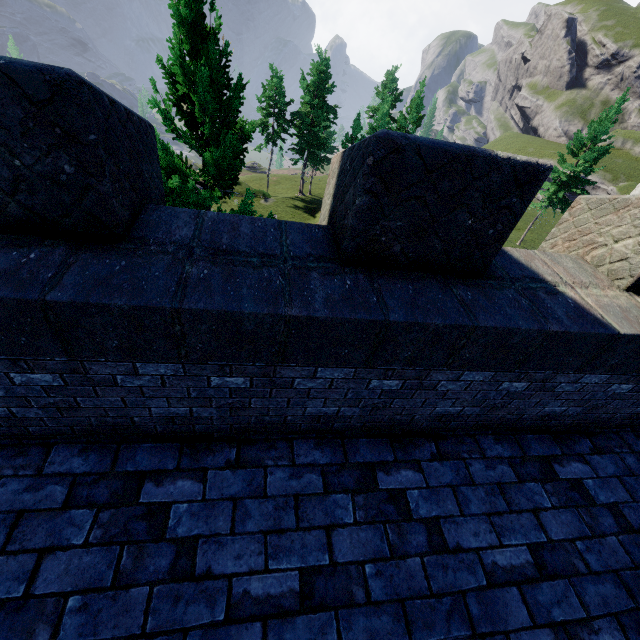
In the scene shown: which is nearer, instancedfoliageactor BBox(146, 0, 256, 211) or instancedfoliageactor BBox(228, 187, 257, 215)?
instancedfoliageactor BBox(146, 0, 256, 211)

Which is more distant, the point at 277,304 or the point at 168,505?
the point at 168,505

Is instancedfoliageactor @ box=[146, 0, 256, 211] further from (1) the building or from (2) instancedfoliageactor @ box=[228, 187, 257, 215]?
(1) the building

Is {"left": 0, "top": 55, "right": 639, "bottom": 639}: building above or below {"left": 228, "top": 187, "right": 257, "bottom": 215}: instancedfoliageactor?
above

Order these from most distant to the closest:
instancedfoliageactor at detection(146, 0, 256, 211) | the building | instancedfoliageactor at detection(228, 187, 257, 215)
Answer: instancedfoliageactor at detection(228, 187, 257, 215), instancedfoliageactor at detection(146, 0, 256, 211), the building

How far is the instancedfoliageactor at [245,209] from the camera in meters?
7.7 m

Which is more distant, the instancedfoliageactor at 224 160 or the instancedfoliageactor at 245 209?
the instancedfoliageactor at 245 209
